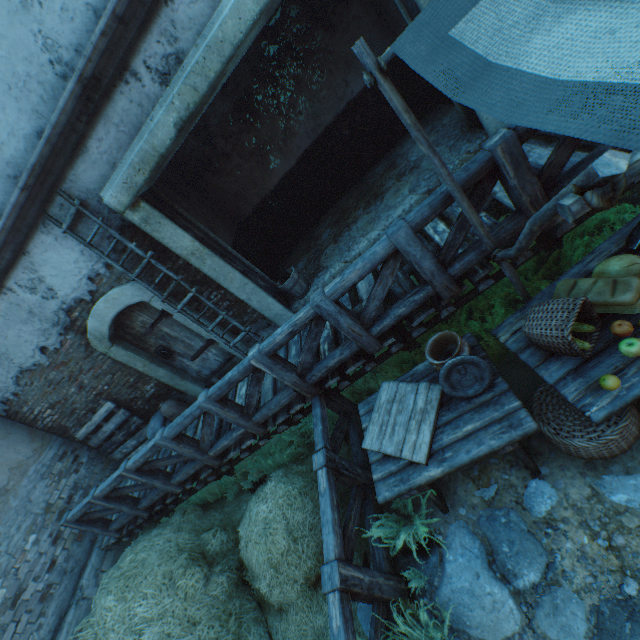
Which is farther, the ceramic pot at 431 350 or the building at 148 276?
the building at 148 276

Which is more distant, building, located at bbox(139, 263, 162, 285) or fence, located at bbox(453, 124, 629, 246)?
building, located at bbox(139, 263, 162, 285)

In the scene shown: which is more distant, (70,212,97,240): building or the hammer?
(70,212,97,240): building

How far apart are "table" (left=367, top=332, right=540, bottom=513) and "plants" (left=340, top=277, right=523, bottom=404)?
0.4 meters

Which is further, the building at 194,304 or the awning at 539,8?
the building at 194,304

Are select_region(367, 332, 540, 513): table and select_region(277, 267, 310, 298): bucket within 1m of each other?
no

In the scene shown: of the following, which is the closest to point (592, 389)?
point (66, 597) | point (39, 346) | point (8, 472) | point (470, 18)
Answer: point (470, 18)

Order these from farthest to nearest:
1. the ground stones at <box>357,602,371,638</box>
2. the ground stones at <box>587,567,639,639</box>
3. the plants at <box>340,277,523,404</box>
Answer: the plants at <box>340,277,523,404</box>, the ground stones at <box>357,602,371,638</box>, the ground stones at <box>587,567,639,639</box>
